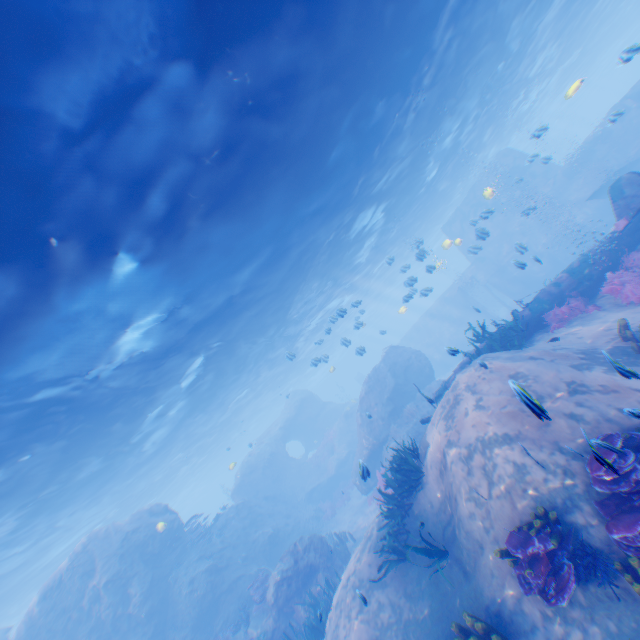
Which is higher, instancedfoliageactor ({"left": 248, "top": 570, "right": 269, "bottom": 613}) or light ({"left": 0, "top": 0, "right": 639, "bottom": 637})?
light ({"left": 0, "top": 0, "right": 639, "bottom": 637})

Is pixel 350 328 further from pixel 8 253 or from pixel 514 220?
pixel 8 253

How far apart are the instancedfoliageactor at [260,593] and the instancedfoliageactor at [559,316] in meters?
15.3 m

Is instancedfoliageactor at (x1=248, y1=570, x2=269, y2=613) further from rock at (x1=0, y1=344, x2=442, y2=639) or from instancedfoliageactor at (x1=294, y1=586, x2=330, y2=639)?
instancedfoliageactor at (x1=294, y1=586, x2=330, y2=639)

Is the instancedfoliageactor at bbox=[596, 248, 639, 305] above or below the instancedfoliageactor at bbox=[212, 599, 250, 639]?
above

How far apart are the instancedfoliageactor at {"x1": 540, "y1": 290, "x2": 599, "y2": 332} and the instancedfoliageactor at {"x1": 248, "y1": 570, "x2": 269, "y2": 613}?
15.29m

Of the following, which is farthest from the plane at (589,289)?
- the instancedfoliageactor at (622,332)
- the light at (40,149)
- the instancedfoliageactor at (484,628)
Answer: the instancedfoliageactor at (484,628)

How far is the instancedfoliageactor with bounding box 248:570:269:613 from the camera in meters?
13.8
